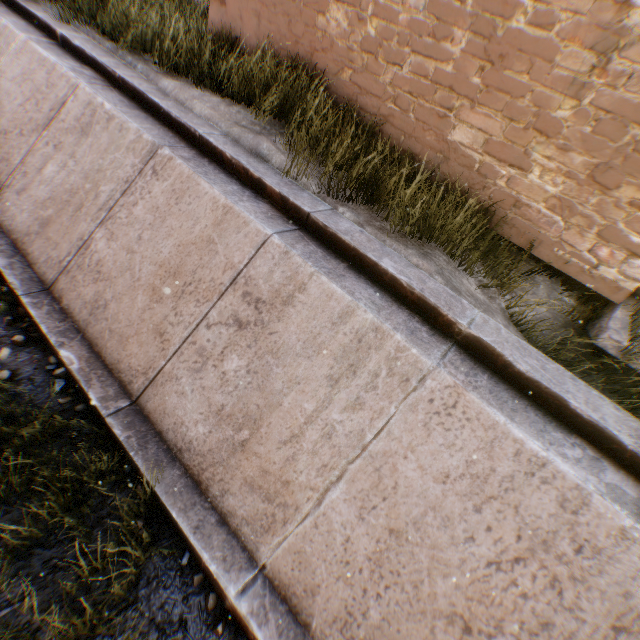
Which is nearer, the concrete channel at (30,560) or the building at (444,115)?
the concrete channel at (30,560)

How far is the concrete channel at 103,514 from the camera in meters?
3.0 m

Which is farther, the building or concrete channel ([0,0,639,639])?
the building

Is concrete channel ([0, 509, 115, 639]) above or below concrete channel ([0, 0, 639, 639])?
below

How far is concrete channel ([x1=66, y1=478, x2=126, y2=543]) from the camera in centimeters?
303cm

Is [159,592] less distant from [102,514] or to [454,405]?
[102,514]
